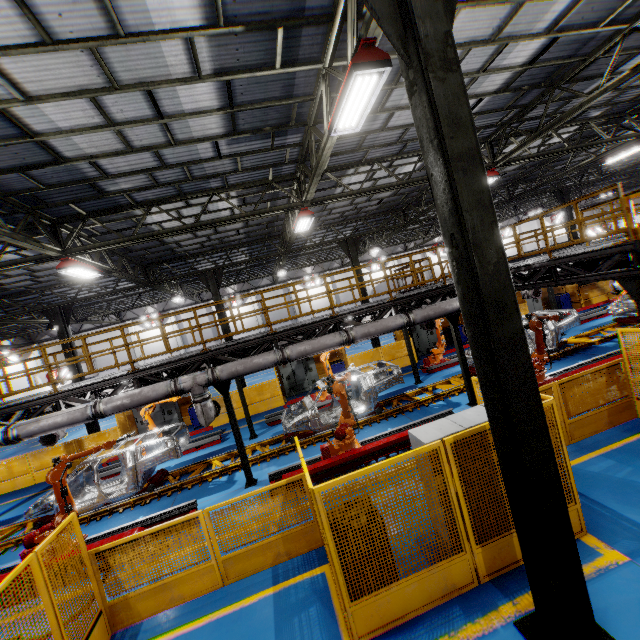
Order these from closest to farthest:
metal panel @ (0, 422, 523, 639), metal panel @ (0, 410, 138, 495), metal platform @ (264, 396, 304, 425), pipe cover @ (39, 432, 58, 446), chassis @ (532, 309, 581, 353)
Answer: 1. metal panel @ (0, 422, 523, 639)
2. pipe cover @ (39, 432, 58, 446)
3. chassis @ (532, 309, 581, 353)
4. metal platform @ (264, 396, 304, 425)
5. metal panel @ (0, 410, 138, 495)

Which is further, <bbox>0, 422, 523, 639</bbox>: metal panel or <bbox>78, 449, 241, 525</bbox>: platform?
<bbox>78, 449, 241, 525</bbox>: platform

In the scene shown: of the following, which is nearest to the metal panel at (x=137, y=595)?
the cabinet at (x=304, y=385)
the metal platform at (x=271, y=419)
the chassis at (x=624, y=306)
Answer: the cabinet at (x=304, y=385)

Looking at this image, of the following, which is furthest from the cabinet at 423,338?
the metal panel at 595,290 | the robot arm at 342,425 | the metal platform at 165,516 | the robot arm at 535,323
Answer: the metal platform at 165,516

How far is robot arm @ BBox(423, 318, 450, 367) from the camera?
15.6 meters

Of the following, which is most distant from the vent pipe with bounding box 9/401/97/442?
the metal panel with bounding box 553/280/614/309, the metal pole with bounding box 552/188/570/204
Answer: the metal pole with bounding box 552/188/570/204

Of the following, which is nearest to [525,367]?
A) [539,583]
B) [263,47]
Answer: [539,583]

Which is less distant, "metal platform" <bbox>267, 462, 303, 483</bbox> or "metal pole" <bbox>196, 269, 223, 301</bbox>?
"metal platform" <bbox>267, 462, 303, 483</bbox>
